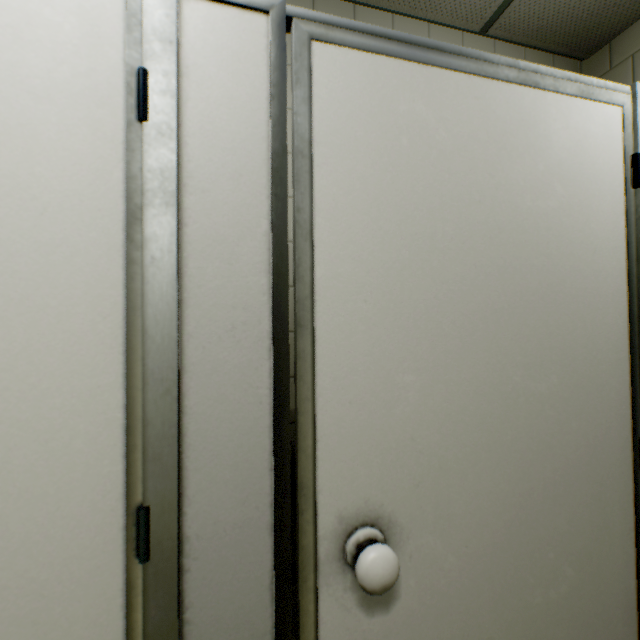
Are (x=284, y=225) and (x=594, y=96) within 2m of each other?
yes
